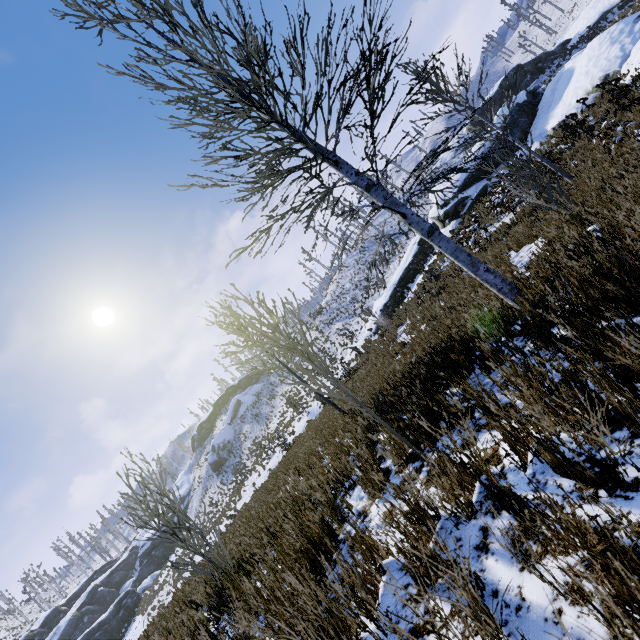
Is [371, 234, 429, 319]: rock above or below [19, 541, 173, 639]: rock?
below

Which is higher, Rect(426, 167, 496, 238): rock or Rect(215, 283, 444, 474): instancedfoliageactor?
Rect(215, 283, 444, 474): instancedfoliageactor

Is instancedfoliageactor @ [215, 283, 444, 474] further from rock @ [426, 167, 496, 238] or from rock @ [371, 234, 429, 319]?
rock @ [371, 234, 429, 319]

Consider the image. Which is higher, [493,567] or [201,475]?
[201,475]

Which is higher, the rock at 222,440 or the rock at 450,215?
the rock at 222,440

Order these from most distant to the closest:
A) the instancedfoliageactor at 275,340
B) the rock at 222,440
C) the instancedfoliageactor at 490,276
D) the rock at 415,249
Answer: the rock at 222,440 → the rock at 415,249 → the instancedfoliageactor at 490,276 → the instancedfoliageactor at 275,340

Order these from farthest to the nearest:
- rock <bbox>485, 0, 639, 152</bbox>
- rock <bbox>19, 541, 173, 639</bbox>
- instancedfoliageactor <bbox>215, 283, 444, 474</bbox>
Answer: rock <bbox>19, 541, 173, 639</bbox>, rock <bbox>485, 0, 639, 152</bbox>, instancedfoliageactor <bbox>215, 283, 444, 474</bbox>
